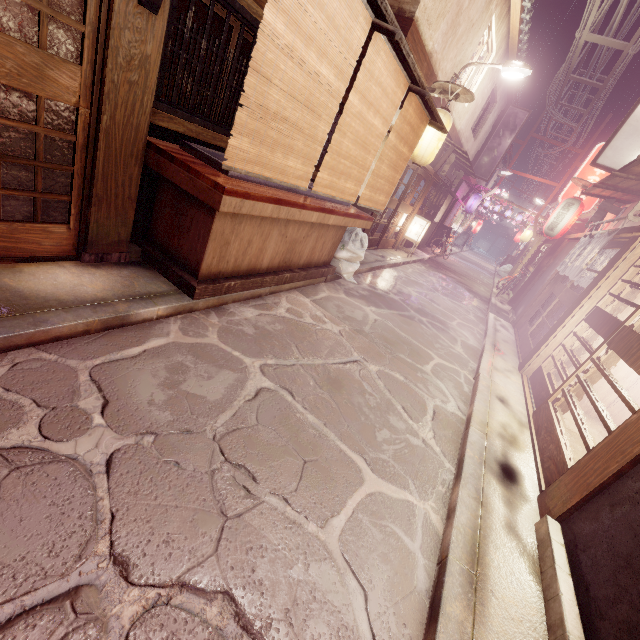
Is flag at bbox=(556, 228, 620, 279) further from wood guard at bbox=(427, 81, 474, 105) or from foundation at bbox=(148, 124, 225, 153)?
foundation at bbox=(148, 124, 225, 153)

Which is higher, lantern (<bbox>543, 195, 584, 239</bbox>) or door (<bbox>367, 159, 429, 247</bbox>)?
lantern (<bbox>543, 195, 584, 239</bbox>)

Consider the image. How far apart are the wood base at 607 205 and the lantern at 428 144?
7.7m

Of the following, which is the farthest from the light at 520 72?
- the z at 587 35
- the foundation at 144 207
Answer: the foundation at 144 207

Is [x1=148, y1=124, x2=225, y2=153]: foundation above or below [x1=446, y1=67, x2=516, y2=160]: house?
below

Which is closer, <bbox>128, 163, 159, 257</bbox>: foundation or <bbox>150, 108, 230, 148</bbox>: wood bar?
<bbox>150, 108, 230, 148</bbox>: wood bar

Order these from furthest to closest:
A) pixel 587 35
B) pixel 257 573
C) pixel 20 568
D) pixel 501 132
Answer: pixel 501 132, pixel 587 35, pixel 257 573, pixel 20 568

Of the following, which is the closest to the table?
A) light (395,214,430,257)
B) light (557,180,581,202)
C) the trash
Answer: the trash
